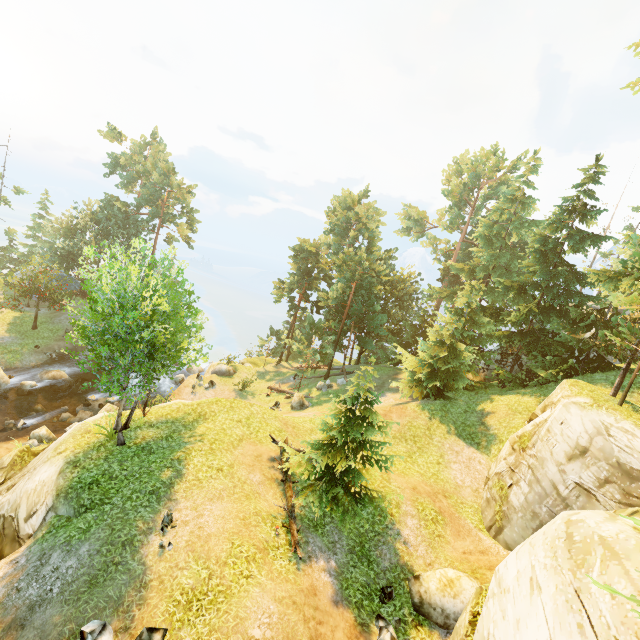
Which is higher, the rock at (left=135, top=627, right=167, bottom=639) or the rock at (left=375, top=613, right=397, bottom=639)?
the rock at (left=135, top=627, right=167, bottom=639)

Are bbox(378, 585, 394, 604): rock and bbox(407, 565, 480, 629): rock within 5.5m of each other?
yes

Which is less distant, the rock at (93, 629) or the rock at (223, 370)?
the rock at (93, 629)

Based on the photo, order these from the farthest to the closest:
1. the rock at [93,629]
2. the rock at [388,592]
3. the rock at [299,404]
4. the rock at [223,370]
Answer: the rock at [223,370]
the rock at [299,404]
the rock at [388,592]
the rock at [93,629]

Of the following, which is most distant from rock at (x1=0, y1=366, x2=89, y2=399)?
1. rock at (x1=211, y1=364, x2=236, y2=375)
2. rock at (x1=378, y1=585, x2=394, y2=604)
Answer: rock at (x1=378, y1=585, x2=394, y2=604)

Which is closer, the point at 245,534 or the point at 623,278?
the point at 245,534

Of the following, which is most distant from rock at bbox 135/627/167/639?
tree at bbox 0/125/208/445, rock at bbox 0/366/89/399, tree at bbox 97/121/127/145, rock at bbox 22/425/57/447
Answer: tree at bbox 97/121/127/145

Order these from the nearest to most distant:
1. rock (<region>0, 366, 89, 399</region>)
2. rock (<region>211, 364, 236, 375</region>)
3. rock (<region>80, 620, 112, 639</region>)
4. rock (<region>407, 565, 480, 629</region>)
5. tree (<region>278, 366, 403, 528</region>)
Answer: rock (<region>80, 620, 112, 639</region>), rock (<region>407, 565, 480, 629</region>), tree (<region>278, 366, 403, 528</region>), rock (<region>0, 366, 89, 399</region>), rock (<region>211, 364, 236, 375</region>)
